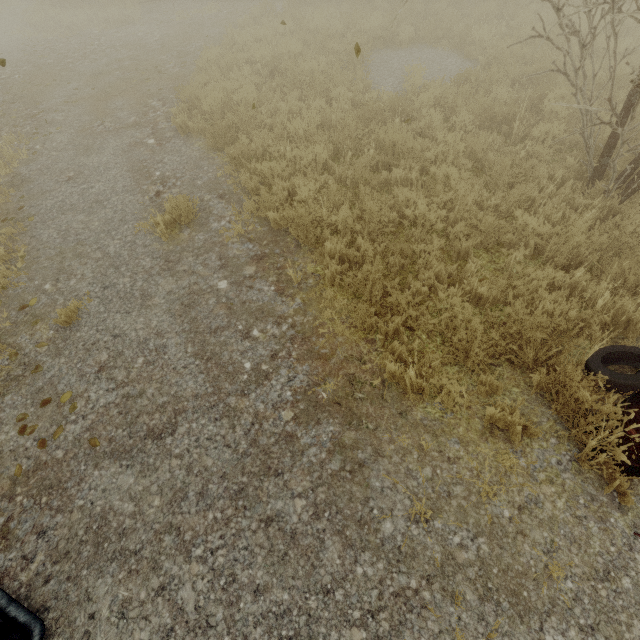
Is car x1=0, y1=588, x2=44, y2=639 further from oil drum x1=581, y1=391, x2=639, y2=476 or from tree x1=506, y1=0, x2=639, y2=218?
tree x1=506, y1=0, x2=639, y2=218

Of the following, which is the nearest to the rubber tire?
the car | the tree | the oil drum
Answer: the oil drum

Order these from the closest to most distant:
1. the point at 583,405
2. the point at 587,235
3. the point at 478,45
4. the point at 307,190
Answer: the point at 583,405 < the point at 587,235 < the point at 307,190 < the point at 478,45

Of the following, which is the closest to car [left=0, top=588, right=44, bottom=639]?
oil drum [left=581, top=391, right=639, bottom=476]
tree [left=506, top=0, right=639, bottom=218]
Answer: oil drum [left=581, top=391, right=639, bottom=476]

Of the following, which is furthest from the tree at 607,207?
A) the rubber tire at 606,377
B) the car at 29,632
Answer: the car at 29,632

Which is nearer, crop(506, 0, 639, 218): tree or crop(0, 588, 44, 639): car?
crop(0, 588, 44, 639): car

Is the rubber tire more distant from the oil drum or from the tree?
the tree

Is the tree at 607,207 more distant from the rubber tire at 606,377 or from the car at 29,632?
the car at 29,632
